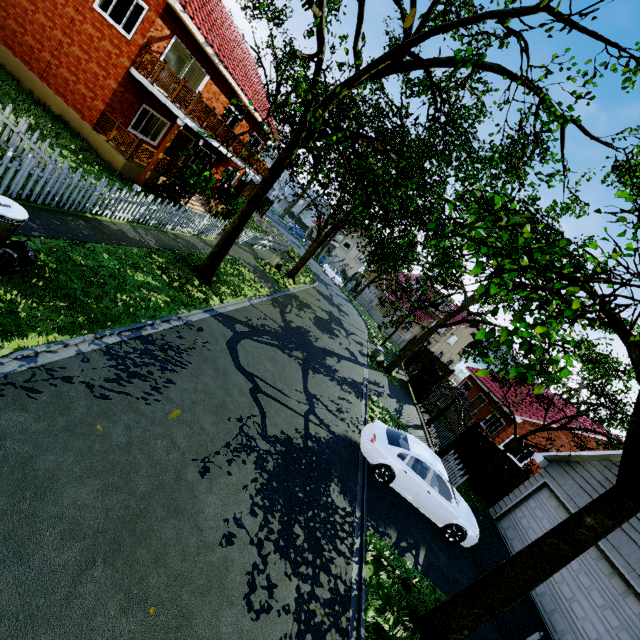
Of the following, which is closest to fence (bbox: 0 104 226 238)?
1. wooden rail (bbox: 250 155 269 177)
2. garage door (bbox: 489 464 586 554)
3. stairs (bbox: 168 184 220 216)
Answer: garage door (bbox: 489 464 586 554)

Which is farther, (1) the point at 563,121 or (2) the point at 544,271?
(1) the point at 563,121

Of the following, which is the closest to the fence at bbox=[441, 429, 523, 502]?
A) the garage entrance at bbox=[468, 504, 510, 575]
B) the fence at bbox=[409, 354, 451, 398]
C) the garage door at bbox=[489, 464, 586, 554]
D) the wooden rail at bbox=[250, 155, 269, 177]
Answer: the garage entrance at bbox=[468, 504, 510, 575]

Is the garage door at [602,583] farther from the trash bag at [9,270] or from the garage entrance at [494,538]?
the trash bag at [9,270]

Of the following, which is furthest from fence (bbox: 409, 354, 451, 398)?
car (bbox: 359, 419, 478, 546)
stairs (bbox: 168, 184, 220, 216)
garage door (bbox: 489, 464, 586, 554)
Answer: stairs (bbox: 168, 184, 220, 216)

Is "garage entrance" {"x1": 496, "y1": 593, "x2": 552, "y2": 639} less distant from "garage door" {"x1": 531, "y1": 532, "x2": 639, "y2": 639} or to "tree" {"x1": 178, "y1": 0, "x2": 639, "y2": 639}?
"garage door" {"x1": 531, "y1": 532, "x2": 639, "y2": 639}

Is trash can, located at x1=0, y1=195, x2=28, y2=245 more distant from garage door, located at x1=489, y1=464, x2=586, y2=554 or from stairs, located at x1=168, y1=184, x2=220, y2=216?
garage door, located at x1=489, y1=464, x2=586, y2=554

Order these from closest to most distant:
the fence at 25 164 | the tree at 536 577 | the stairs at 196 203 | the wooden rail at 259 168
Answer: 1. the tree at 536 577
2. the fence at 25 164
3. the stairs at 196 203
4. the wooden rail at 259 168
